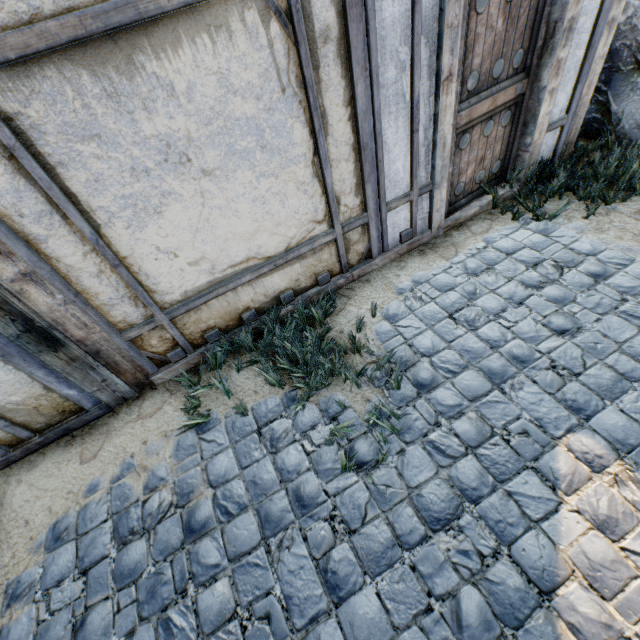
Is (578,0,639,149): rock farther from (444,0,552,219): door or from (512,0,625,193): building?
(444,0,552,219): door

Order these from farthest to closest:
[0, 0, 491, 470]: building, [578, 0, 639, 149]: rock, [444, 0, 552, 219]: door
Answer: [578, 0, 639, 149]: rock, [444, 0, 552, 219]: door, [0, 0, 491, 470]: building

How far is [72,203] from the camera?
2.0m

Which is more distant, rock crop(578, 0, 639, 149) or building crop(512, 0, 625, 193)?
rock crop(578, 0, 639, 149)

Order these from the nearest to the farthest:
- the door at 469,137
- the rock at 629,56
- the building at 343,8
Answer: the building at 343,8 → the door at 469,137 → the rock at 629,56

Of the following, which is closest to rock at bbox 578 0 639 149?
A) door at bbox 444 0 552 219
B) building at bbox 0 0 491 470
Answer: building at bbox 0 0 491 470

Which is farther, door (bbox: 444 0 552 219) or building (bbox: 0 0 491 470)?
door (bbox: 444 0 552 219)

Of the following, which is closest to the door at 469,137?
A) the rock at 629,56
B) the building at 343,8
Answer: the building at 343,8
